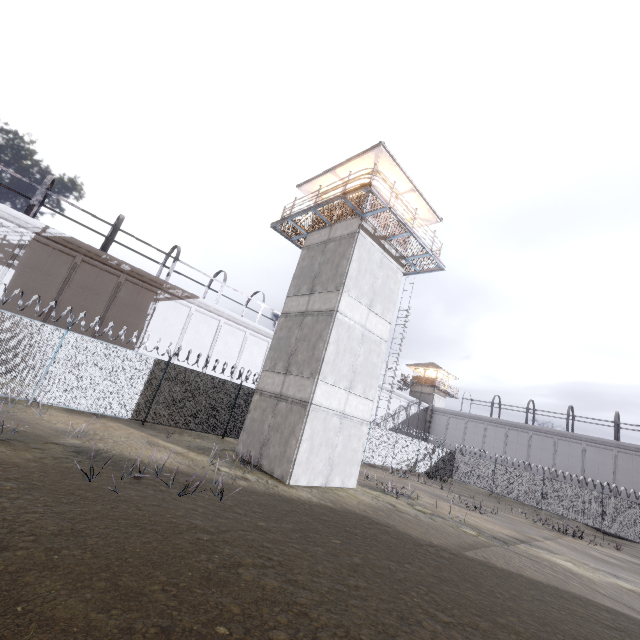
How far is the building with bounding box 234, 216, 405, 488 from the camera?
12.9 meters

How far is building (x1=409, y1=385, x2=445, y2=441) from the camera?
46.7 meters

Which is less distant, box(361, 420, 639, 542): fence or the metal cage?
the metal cage

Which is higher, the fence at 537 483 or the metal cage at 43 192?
the metal cage at 43 192

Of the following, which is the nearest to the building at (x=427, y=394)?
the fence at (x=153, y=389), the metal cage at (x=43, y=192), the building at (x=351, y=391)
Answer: the metal cage at (x=43, y=192)

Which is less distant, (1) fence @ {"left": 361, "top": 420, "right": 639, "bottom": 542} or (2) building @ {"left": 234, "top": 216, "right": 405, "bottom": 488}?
(2) building @ {"left": 234, "top": 216, "right": 405, "bottom": 488}

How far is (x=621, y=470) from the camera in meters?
32.0 m

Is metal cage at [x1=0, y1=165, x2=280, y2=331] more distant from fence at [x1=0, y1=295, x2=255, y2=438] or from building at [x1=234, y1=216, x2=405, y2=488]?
building at [x1=234, y1=216, x2=405, y2=488]
